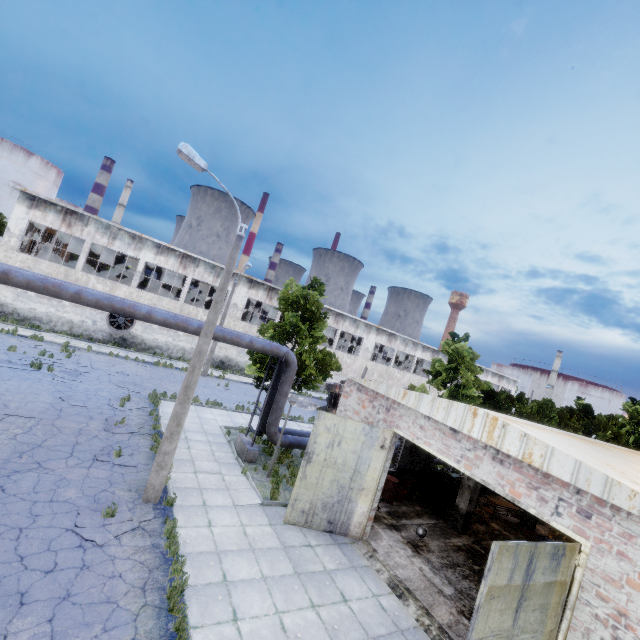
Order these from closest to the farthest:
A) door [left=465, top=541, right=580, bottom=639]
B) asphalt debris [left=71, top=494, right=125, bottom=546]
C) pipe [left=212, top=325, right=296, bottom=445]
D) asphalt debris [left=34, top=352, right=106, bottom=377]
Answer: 1. door [left=465, top=541, right=580, bottom=639]
2. asphalt debris [left=71, top=494, right=125, bottom=546]
3. pipe [left=212, top=325, right=296, bottom=445]
4. asphalt debris [left=34, top=352, right=106, bottom=377]

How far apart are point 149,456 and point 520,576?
11.98m

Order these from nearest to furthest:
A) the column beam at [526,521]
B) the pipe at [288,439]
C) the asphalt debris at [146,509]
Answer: the asphalt debris at [146,509], the pipe at [288,439], the column beam at [526,521]

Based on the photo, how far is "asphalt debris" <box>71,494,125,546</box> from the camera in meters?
7.7

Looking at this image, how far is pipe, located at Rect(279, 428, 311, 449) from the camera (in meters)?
15.22

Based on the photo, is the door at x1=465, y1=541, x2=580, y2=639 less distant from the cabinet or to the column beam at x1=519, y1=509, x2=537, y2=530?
the cabinet

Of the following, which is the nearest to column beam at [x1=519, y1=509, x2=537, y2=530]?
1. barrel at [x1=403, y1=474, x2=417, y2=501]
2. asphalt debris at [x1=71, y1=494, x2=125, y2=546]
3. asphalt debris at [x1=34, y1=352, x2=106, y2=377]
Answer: barrel at [x1=403, y1=474, x2=417, y2=501]

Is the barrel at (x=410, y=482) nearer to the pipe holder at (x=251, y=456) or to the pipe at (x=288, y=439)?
the pipe at (x=288, y=439)
